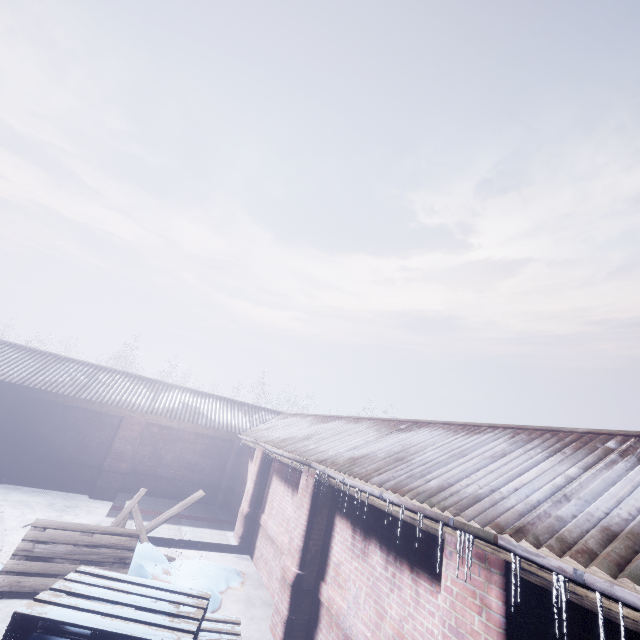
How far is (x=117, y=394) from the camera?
9.6m
